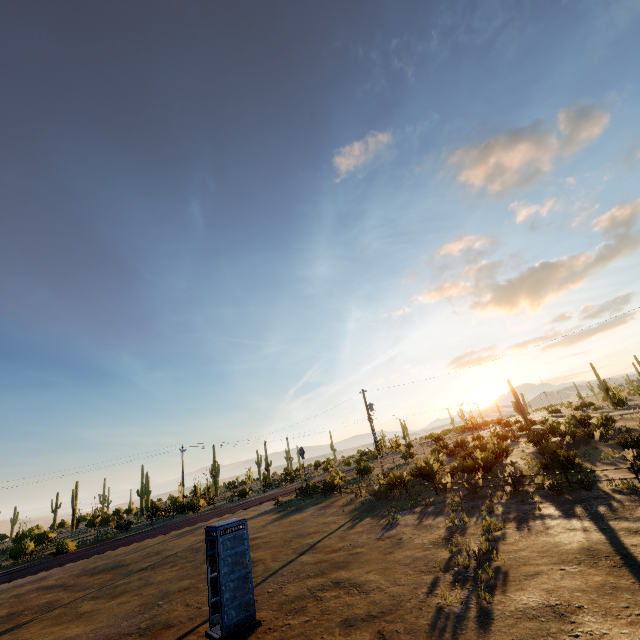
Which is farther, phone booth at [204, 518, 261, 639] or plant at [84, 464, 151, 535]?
plant at [84, 464, 151, 535]

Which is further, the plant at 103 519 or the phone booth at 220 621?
the plant at 103 519

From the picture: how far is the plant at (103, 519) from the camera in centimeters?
3828cm

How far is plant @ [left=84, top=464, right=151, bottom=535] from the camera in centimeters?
3828cm

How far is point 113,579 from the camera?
17.8m
